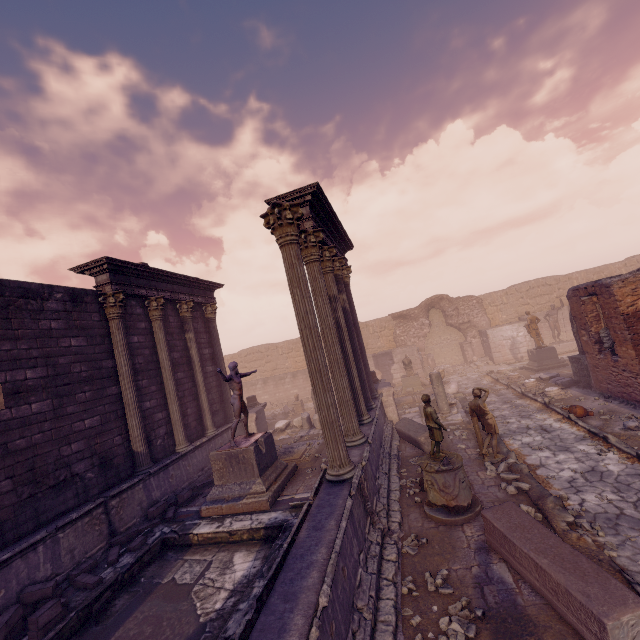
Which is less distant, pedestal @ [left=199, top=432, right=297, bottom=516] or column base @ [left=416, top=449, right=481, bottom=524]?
column base @ [left=416, top=449, right=481, bottom=524]

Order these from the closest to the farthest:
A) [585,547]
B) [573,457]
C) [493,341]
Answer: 1. [585,547]
2. [573,457]
3. [493,341]

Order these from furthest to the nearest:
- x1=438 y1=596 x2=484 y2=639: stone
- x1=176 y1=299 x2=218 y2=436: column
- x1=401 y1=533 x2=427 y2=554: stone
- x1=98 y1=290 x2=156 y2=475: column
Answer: x1=176 y1=299 x2=218 y2=436: column → x1=98 y1=290 x2=156 y2=475: column → x1=401 y1=533 x2=427 y2=554: stone → x1=438 y1=596 x2=484 y2=639: stone

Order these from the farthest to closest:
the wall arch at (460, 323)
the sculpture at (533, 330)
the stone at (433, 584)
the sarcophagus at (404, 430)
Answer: the wall arch at (460, 323), the sculpture at (533, 330), the sarcophagus at (404, 430), the stone at (433, 584)

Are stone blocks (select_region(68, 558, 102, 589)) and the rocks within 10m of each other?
yes

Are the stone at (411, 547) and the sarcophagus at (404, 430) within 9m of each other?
yes

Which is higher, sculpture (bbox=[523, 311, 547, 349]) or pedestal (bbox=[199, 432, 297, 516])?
sculpture (bbox=[523, 311, 547, 349])

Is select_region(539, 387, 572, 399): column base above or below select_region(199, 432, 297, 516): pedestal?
below
